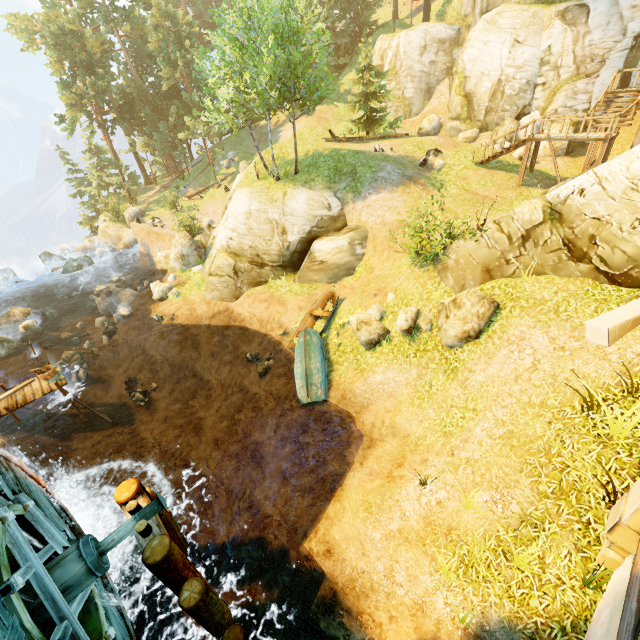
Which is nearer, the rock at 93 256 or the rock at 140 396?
the rock at 140 396

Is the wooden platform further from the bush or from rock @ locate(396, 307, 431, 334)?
the bush

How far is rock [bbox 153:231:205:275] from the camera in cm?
2238

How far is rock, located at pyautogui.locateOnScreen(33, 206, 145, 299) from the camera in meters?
26.8

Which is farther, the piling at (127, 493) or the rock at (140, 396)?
the rock at (140, 396)

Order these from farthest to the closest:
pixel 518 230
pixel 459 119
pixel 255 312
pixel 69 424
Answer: pixel 459 119
pixel 255 312
pixel 69 424
pixel 518 230

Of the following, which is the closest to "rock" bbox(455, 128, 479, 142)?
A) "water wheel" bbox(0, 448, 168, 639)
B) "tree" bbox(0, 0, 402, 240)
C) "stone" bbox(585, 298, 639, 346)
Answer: "tree" bbox(0, 0, 402, 240)

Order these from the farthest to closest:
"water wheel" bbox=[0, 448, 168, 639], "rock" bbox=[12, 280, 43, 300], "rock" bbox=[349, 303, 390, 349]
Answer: "rock" bbox=[12, 280, 43, 300], "rock" bbox=[349, 303, 390, 349], "water wheel" bbox=[0, 448, 168, 639]
